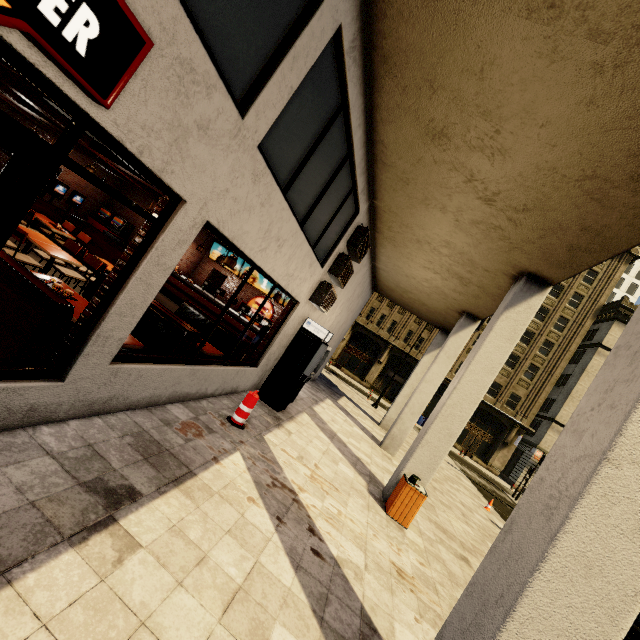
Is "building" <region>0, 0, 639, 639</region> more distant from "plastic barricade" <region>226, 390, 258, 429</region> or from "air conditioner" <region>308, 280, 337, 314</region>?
"plastic barricade" <region>226, 390, 258, 429</region>

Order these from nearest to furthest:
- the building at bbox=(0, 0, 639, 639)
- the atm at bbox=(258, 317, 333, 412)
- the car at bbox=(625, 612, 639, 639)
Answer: the building at bbox=(0, 0, 639, 639), the car at bbox=(625, 612, 639, 639), the atm at bbox=(258, 317, 333, 412)

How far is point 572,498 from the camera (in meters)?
2.28

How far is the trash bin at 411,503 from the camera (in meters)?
6.38

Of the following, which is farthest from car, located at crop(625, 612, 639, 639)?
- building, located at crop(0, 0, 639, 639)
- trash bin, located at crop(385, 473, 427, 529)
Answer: trash bin, located at crop(385, 473, 427, 529)

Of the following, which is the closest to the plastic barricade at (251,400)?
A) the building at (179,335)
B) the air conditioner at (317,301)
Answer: the building at (179,335)

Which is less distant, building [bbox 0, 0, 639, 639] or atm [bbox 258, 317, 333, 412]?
building [bbox 0, 0, 639, 639]
